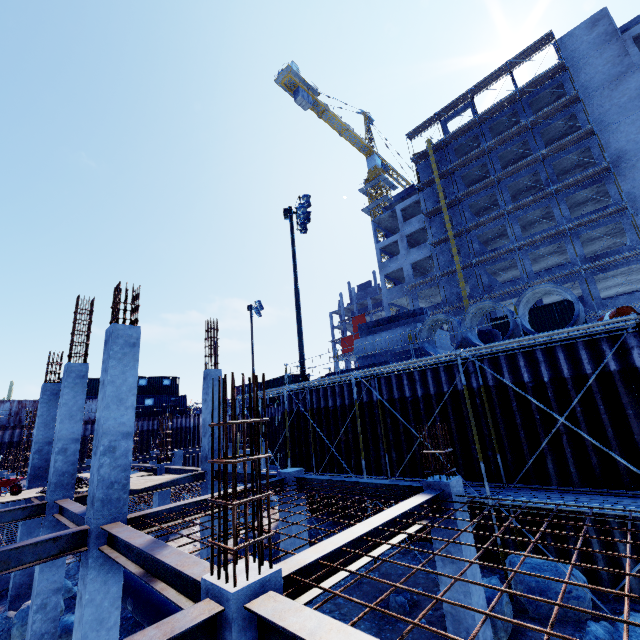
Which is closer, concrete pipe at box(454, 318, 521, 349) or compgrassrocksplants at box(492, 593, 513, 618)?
compgrassrocksplants at box(492, 593, 513, 618)

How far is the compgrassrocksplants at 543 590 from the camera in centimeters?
716cm

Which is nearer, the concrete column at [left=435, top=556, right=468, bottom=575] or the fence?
the concrete column at [left=435, top=556, right=468, bottom=575]

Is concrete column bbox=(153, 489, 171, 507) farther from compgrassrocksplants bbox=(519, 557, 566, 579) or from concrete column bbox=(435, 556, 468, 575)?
concrete column bbox=(435, 556, 468, 575)

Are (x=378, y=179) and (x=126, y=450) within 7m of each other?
no

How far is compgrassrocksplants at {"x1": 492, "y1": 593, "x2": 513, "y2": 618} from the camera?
6.8 meters

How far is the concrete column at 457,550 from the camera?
6.2m

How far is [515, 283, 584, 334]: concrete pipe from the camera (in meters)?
9.52
